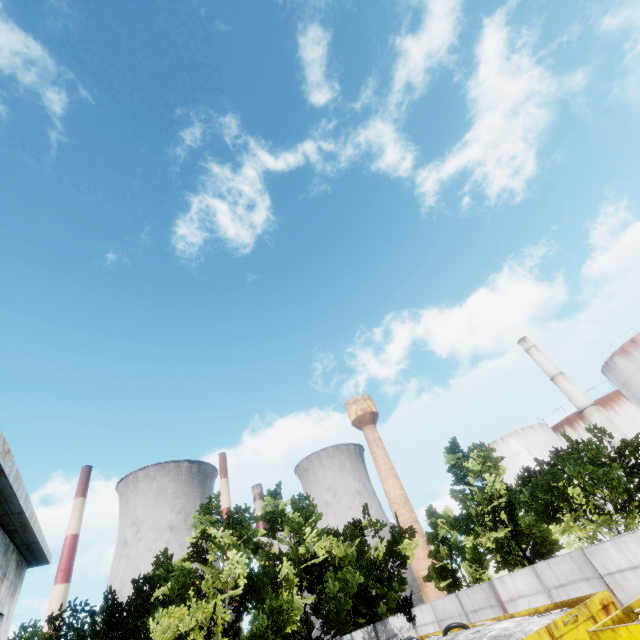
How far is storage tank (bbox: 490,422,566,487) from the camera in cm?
4553

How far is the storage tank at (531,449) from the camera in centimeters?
4553cm

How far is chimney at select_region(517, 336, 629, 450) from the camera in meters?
35.9

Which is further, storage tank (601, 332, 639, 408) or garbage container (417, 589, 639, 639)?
storage tank (601, 332, 639, 408)

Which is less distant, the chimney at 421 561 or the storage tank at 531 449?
the storage tank at 531 449

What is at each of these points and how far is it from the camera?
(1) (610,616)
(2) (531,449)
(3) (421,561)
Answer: (1) garbage container, 7.7 meters
(2) storage tank, 46.0 meters
(3) chimney, 58.0 meters

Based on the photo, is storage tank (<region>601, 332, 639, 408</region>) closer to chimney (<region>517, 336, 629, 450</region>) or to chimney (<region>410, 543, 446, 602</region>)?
chimney (<region>517, 336, 629, 450</region>)

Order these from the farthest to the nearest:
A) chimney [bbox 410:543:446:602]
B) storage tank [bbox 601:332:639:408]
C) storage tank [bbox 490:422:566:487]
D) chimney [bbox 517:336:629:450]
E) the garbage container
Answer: chimney [bbox 410:543:446:602]
storage tank [bbox 490:422:566:487]
chimney [bbox 517:336:629:450]
storage tank [bbox 601:332:639:408]
the garbage container
